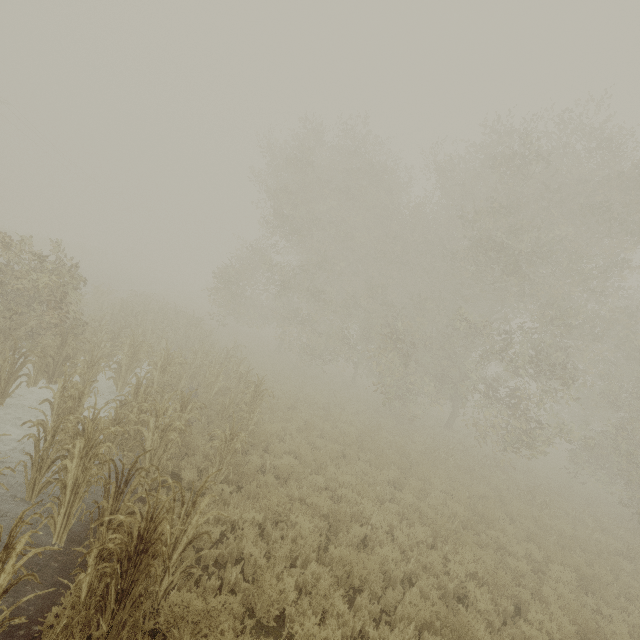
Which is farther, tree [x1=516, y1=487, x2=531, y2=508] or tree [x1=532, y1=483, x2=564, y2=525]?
tree [x1=516, y1=487, x2=531, y2=508]

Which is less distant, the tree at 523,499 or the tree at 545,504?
the tree at 545,504

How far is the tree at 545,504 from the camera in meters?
11.3 m

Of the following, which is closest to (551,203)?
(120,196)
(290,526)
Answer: (290,526)

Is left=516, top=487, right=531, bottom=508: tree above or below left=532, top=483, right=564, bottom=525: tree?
below

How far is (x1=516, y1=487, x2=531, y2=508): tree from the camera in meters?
12.2
